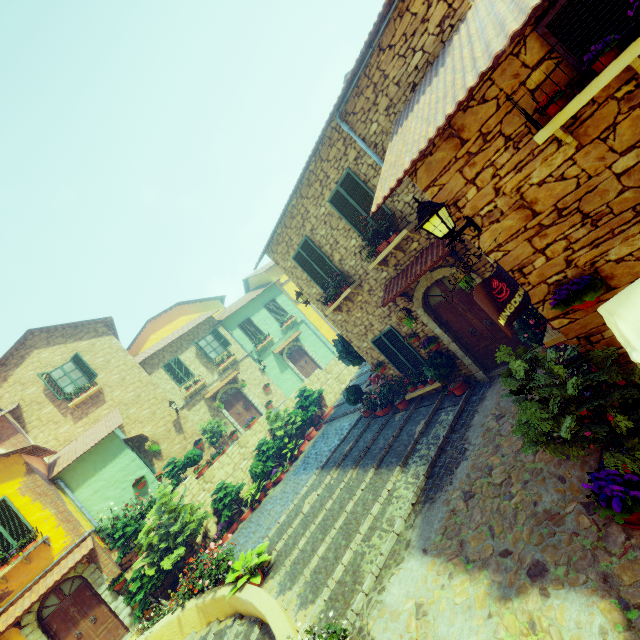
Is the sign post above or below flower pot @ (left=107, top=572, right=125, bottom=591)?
above

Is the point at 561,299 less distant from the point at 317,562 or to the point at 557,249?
the point at 557,249

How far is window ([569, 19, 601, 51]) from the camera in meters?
2.9 m

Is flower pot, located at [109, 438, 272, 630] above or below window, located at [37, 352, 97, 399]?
below

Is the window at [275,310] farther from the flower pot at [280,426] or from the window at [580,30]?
the window at [580,30]

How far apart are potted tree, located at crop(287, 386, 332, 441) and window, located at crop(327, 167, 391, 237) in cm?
915

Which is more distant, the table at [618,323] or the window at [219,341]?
the window at [219,341]

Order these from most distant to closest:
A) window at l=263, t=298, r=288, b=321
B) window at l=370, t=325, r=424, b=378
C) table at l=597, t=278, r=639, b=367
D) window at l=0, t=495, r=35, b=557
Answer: window at l=263, t=298, r=288, b=321 → window at l=0, t=495, r=35, b=557 → window at l=370, t=325, r=424, b=378 → table at l=597, t=278, r=639, b=367
